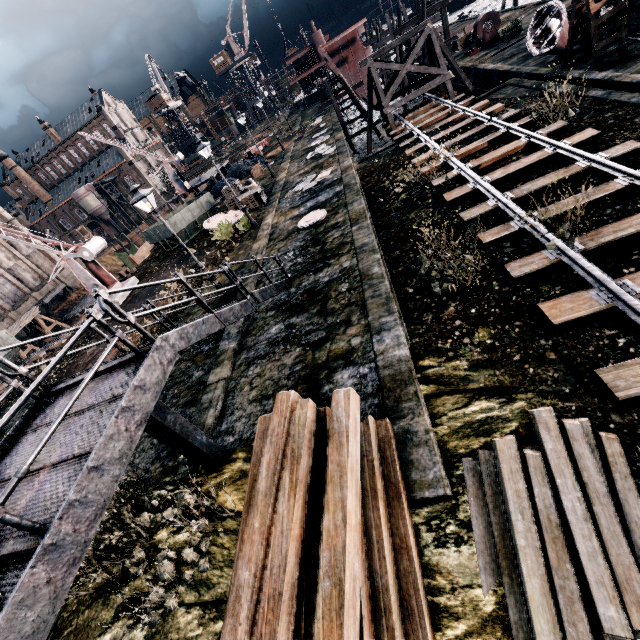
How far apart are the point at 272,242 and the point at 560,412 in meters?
15.5

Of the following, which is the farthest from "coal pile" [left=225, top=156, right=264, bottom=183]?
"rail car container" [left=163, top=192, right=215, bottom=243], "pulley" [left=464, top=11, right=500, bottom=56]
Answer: "pulley" [left=464, top=11, right=500, bottom=56]

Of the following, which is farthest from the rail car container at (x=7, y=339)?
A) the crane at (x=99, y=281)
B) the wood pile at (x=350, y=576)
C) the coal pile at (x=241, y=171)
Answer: the wood pile at (x=350, y=576)

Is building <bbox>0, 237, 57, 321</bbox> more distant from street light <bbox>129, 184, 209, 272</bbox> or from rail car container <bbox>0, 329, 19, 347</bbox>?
street light <bbox>129, 184, 209, 272</bbox>

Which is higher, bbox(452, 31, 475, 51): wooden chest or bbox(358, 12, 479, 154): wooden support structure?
bbox(358, 12, 479, 154): wooden support structure

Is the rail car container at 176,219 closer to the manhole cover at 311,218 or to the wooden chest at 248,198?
the wooden chest at 248,198

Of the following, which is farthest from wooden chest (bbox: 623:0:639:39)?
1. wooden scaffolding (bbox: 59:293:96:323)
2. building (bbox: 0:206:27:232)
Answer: building (bbox: 0:206:27:232)

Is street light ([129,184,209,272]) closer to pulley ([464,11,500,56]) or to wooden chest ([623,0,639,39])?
wooden chest ([623,0,639,39])
